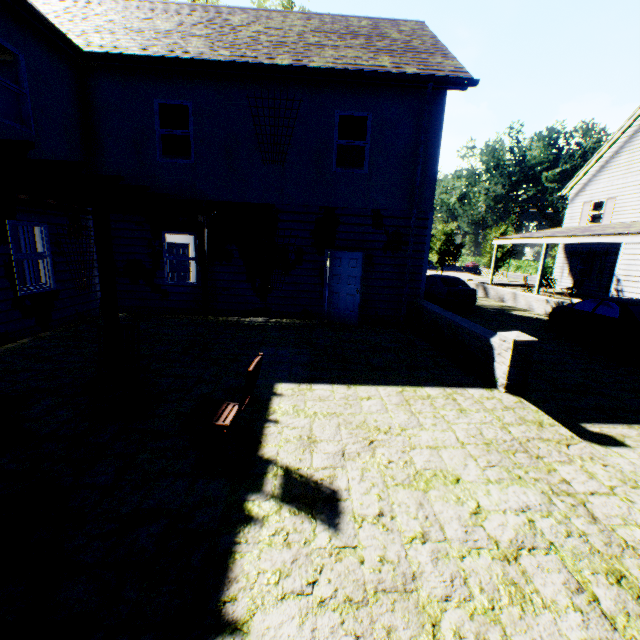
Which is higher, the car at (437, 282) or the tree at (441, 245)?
the tree at (441, 245)

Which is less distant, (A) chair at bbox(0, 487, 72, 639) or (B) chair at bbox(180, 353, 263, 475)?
(A) chair at bbox(0, 487, 72, 639)

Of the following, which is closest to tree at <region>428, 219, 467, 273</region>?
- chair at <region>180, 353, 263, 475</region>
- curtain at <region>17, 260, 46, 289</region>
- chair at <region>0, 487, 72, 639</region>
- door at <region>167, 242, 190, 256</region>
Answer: door at <region>167, 242, 190, 256</region>

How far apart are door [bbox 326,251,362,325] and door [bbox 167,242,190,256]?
7.3 meters

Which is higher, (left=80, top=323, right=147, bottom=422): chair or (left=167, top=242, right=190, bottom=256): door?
(left=167, top=242, right=190, bottom=256): door

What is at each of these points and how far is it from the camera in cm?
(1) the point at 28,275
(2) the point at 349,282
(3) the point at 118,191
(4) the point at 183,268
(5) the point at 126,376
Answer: (1) curtain, 752
(2) door, 970
(3) veranda, 548
(4) door, 1417
(5) chair, 421

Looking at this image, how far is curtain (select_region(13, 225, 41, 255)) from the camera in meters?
7.2 m

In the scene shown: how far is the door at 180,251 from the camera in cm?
1395
